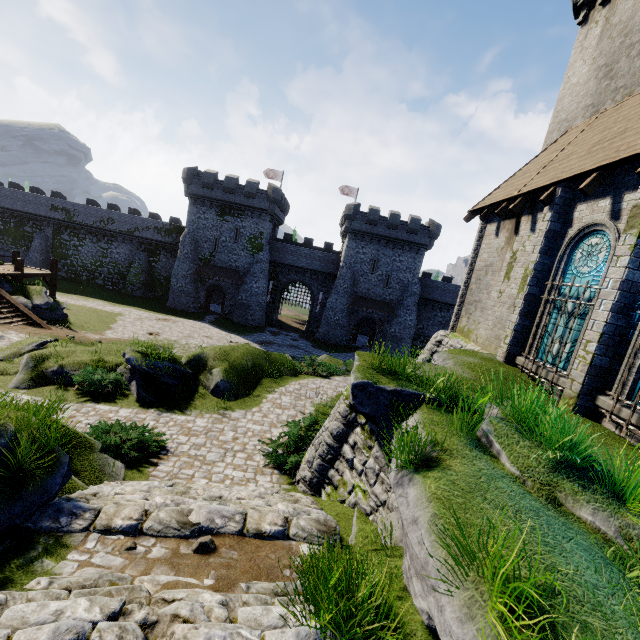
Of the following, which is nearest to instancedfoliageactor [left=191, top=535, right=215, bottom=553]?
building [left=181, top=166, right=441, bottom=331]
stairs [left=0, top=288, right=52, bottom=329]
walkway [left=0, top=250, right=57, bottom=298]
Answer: stairs [left=0, top=288, right=52, bottom=329]

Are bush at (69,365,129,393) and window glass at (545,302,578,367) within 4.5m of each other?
no

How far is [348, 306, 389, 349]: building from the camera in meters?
41.2 m

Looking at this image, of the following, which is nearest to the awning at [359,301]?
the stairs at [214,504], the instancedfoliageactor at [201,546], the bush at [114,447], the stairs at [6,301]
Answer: the stairs at [6,301]

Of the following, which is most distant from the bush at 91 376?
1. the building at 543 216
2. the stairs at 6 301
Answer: the building at 543 216

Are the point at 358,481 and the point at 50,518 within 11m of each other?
yes

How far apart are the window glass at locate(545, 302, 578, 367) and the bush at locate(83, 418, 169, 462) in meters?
11.4 m

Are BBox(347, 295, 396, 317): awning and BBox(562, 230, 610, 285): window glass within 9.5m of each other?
no
